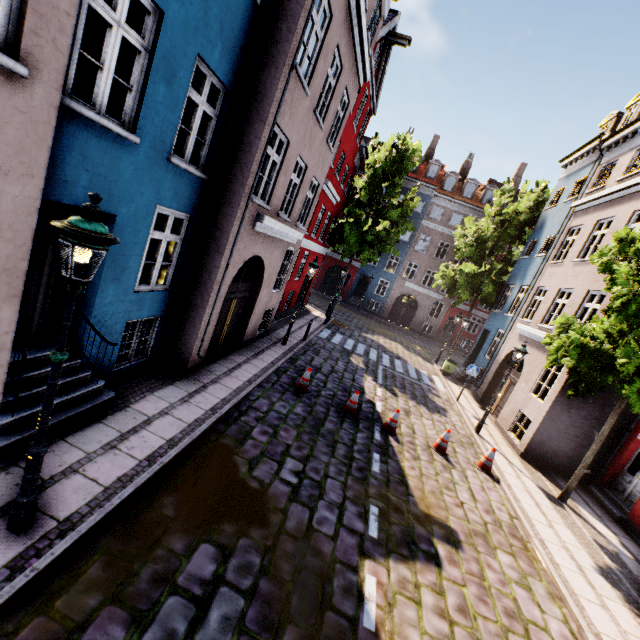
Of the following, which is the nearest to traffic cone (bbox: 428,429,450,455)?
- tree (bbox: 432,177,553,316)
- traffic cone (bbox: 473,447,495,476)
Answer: traffic cone (bbox: 473,447,495,476)

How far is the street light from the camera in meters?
2.9

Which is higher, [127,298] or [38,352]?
[127,298]

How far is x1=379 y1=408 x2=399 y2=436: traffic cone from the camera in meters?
9.7

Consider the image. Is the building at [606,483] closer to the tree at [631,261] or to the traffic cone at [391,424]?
the tree at [631,261]

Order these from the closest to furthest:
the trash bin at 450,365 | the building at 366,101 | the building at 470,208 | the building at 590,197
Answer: the building at 366,101 < the building at 590,197 < the trash bin at 450,365 < the building at 470,208

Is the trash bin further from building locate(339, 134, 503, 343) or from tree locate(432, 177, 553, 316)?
tree locate(432, 177, 553, 316)

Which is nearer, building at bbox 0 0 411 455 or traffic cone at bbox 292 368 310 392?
building at bbox 0 0 411 455
